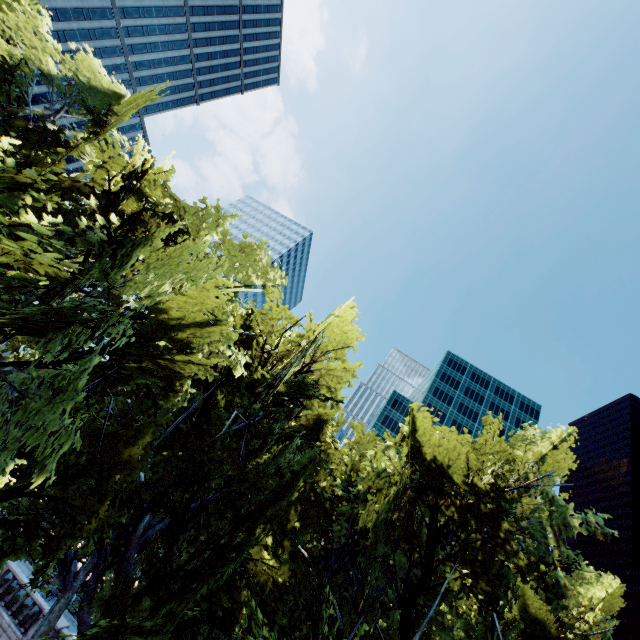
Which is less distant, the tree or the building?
the tree

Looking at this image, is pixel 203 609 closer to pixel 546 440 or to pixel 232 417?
pixel 232 417

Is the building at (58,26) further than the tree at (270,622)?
Yes

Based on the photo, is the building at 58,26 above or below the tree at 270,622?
above

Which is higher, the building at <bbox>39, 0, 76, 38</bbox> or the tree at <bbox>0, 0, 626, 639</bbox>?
the building at <bbox>39, 0, 76, 38</bbox>
